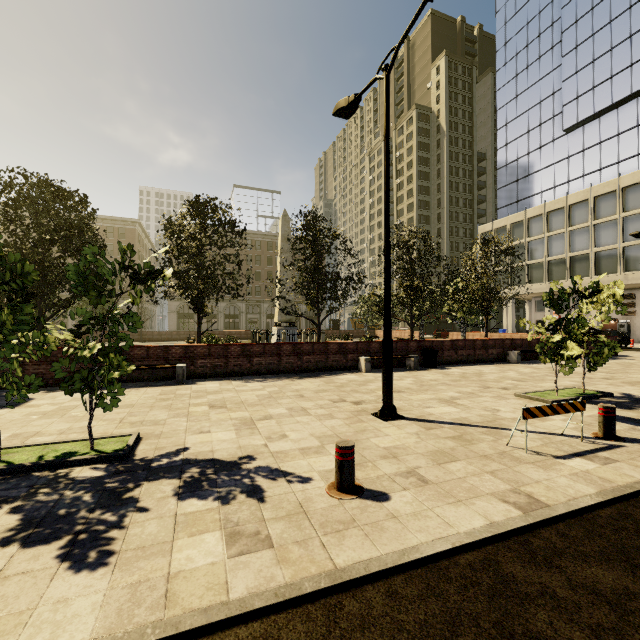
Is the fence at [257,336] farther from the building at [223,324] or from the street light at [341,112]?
the building at [223,324]

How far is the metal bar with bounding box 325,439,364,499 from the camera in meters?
3.6

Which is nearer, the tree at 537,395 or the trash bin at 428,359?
the tree at 537,395

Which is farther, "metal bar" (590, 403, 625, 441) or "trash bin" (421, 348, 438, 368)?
"trash bin" (421, 348, 438, 368)

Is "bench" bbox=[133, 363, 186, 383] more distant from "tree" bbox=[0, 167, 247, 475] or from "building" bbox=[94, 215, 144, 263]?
"building" bbox=[94, 215, 144, 263]

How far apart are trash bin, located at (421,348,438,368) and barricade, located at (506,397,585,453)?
8.61m

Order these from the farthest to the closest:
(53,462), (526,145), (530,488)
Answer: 1. (526,145)
2. (53,462)
3. (530,488)

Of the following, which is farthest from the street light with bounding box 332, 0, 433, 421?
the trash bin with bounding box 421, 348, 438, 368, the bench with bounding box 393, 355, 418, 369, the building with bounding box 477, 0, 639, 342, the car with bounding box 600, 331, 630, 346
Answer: the car with bounding box 600, 331, 630, 346
